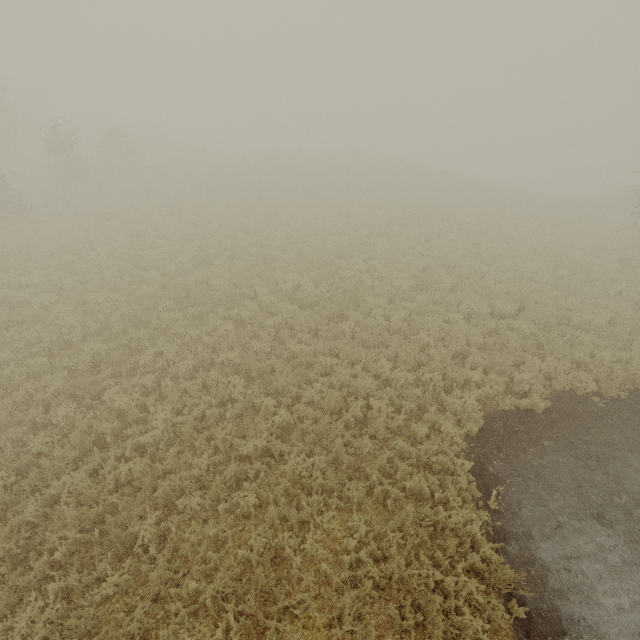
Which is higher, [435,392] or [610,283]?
[610,283]
